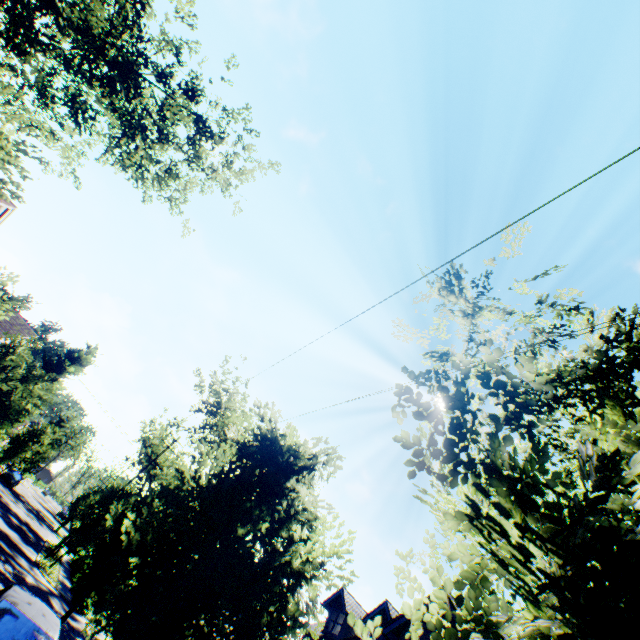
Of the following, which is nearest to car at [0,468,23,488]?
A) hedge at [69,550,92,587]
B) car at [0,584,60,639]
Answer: hedge at [69,550,92,587]

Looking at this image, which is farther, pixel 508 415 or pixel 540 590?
pixel 508 415

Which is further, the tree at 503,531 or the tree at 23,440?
the tree at 23,440

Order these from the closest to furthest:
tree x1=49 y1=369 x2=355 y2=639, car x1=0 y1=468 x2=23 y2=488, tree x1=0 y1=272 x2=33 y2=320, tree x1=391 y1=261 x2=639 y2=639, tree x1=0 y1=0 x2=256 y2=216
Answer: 1. tree x1=391 y1=261 x2=639 y2=639
2. tree x1=49 y1=369 x2=355 y2=639
3. tree x1=0 y1=0 x2=256 y2=216
4. tree x1=0 y1=272 x2=33 y2=320
5. car x1=0 y1=468 x2=23 y2=488

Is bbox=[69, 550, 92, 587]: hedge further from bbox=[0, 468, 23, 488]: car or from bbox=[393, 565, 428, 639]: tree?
bbox=[0, 468, 23, 488]: car

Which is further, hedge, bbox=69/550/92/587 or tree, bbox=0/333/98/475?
hedge, bbox=69/550/92/587

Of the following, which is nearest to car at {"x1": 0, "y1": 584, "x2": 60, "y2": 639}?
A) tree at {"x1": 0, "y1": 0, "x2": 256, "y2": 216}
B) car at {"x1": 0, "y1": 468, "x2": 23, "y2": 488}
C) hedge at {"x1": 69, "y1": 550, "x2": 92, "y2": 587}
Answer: tree at {"x1": 0, "y1": 0, "x2": 256, "y2": 216}

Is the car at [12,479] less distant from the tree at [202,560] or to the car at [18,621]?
the tree at [202,560]
